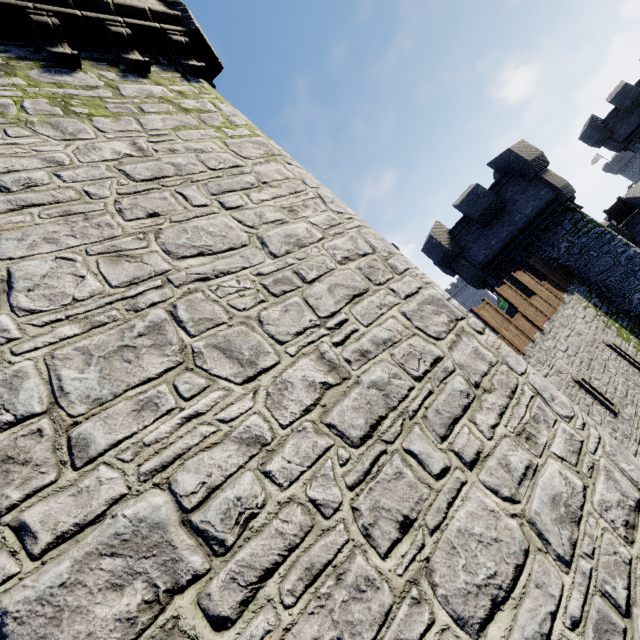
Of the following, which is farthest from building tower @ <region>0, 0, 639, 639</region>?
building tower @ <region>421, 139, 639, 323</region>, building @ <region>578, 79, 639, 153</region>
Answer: building @ <region>578, 79, 639, 153</region>

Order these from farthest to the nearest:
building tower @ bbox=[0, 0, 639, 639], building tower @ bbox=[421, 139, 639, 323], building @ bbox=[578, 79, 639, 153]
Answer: building @ bbox=[578, 79, 639, 153]
building tower @ bbox=[421, 139, 639, 323]
building tower @ bbox=[0, 0, 639, 639]

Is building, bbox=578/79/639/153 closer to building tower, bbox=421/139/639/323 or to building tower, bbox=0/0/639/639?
building tower, bbox=421/139/639/323

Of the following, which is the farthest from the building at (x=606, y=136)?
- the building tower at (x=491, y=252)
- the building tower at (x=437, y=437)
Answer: the building tower at (x=437, y=437)

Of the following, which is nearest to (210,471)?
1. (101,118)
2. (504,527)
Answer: (504,527)

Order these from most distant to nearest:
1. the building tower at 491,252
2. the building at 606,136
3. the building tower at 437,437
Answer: the building at 606,136, the building tower at 491,252, the building tower at 437,437

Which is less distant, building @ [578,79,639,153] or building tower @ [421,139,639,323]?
building tower @ [421,139,639,323]
